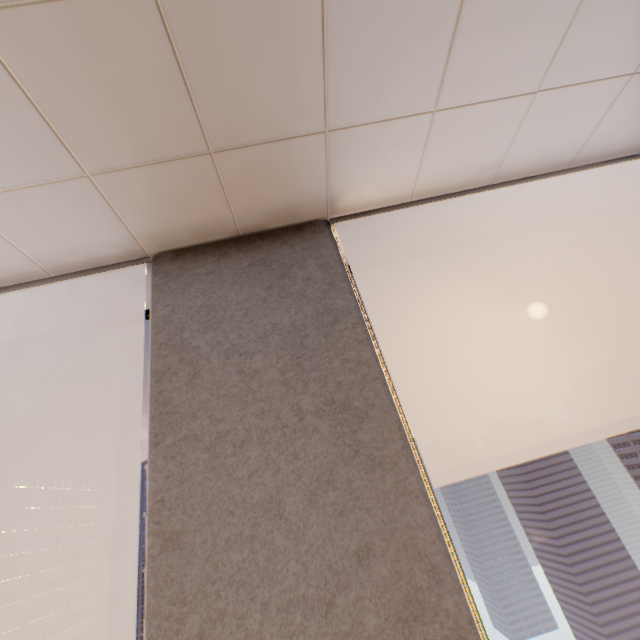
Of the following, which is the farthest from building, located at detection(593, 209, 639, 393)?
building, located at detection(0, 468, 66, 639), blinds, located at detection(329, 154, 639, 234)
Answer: building, located at detection(0, 468, 66, 639)

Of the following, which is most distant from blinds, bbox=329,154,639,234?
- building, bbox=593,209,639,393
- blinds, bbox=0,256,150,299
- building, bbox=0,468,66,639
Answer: building, bbox=0,468,66,639

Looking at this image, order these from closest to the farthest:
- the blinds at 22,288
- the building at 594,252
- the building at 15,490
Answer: the blinds at 22,288 → the building at 15,490 → the building at 594,252

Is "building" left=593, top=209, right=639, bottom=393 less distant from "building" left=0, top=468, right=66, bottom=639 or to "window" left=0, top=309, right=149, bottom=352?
"window" left=0, top=309, right=149, bottom=352

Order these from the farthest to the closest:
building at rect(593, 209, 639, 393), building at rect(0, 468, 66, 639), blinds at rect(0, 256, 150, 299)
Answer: building at rect(593, 209, 639, 393)
building at rect(0, 468, 66, 639)
blinds at rect(0, 256, 150, 299)

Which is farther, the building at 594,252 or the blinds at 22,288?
the building at 594,252

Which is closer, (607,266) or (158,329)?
(158,329)
